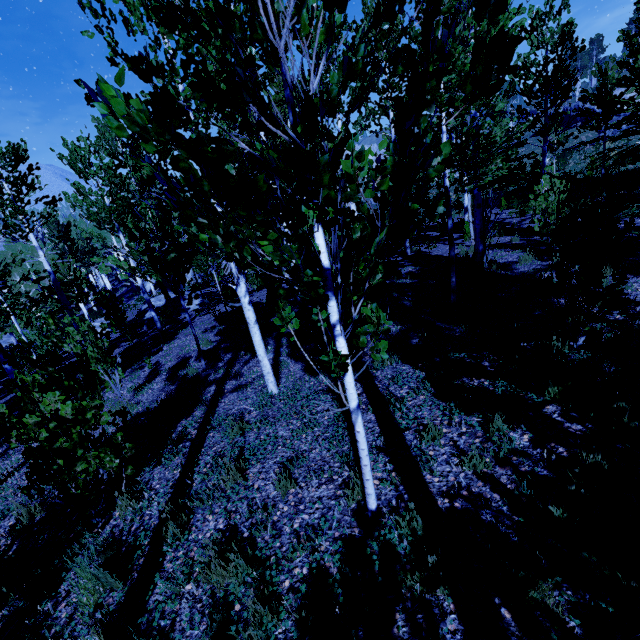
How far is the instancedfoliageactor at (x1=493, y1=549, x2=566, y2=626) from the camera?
2.1m

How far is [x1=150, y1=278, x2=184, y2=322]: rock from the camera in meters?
17.9

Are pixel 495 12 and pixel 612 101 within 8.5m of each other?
no

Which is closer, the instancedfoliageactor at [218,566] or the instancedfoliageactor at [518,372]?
the instancedfoliageactor at [218,566]

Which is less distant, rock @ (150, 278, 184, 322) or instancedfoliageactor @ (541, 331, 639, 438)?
instancedfoliageactor @ (541, 331, 639, 438)

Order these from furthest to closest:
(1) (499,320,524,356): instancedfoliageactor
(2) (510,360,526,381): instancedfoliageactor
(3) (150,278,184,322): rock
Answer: (3) (150,278,184,322): rock → (1) (499,320,524,356): instancedfoliageactor → (2) (510,360,526,381): instancedfoliageactor
